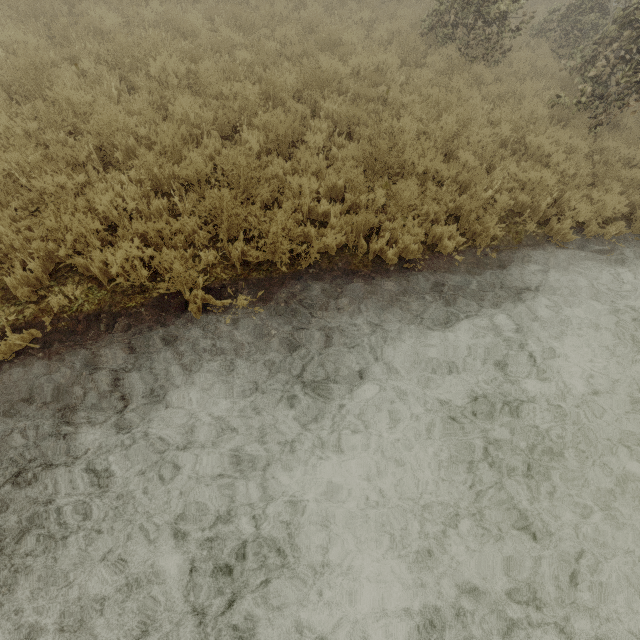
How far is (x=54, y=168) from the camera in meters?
3.9 m
